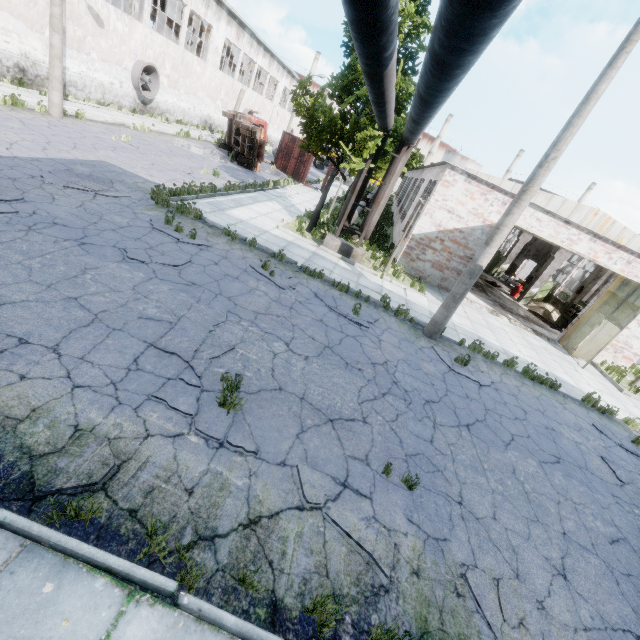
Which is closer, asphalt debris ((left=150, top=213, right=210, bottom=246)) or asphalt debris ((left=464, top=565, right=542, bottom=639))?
asphalt debris ((left=464, top=565, right=542, bottom=639))

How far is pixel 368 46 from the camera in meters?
3.9 m

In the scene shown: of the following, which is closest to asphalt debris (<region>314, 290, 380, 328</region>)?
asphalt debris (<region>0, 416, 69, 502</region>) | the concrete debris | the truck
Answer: asphalt debris (<region>0, 416, 69, 502</region>)

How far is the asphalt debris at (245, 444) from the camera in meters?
4.2

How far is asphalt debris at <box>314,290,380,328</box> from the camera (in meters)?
8.83

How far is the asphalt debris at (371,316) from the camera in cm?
883

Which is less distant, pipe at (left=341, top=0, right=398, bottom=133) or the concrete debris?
pipe at (left=341, top=0, right=398, bottom=133)

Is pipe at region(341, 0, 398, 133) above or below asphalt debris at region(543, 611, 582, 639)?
above
